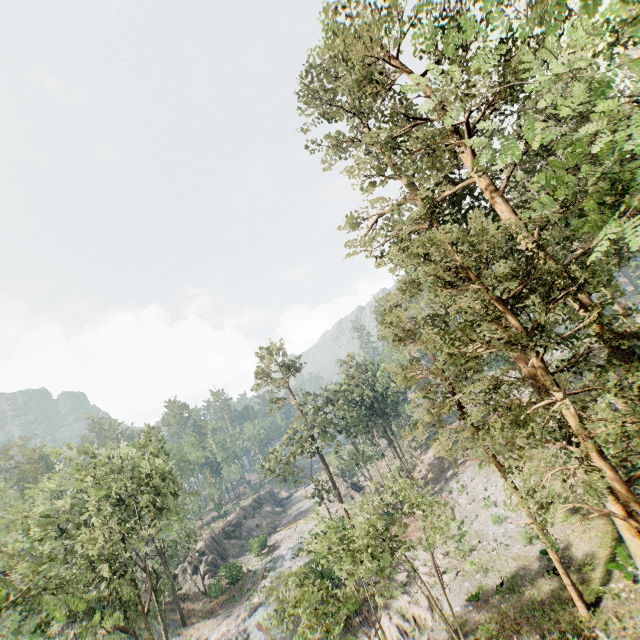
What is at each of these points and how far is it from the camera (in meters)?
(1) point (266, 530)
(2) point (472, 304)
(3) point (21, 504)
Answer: (1) rock, 56.28
(2) foliage, 9.68
(3) foliage, 38.88

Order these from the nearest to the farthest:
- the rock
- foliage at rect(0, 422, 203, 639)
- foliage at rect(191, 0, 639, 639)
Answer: foliage at rect(191, 0, 639, 639) < foliage at rect(0, 422, 203, 639) < the rock

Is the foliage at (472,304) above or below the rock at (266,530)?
above

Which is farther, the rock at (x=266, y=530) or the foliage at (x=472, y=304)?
the rock at (x=266, y=530)

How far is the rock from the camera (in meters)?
45.12

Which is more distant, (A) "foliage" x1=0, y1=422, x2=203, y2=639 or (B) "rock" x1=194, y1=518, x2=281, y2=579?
(B) "rock" x1=194, y1=518, x2=281, y2=579

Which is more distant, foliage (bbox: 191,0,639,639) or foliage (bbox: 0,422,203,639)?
foliage (bbox: 0,422,203,639)
